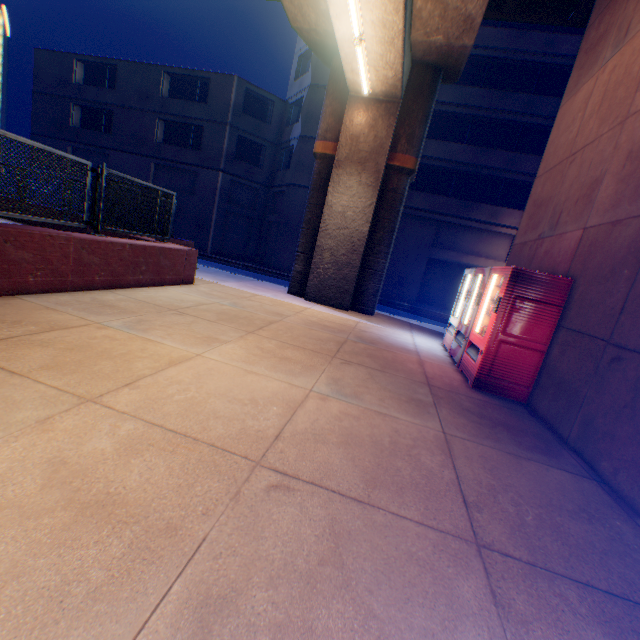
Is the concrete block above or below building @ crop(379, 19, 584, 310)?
below

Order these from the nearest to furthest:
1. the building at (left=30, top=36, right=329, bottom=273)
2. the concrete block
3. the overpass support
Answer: the concrete block, the overpass support, the building at (left=30, top=36, right=329, bottom=273)

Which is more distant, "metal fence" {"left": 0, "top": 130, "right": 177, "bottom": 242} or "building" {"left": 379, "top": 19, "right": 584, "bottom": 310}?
"building" {"left": 379, "top": 19, "right": 584, "bottom": 310}

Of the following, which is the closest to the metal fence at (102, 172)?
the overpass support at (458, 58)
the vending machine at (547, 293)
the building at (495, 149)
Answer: the overpass support at (458, 58)

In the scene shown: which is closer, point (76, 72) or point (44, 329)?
point (44, 329)

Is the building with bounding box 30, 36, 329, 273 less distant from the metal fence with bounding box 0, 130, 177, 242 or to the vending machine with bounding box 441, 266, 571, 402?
the metal fence with bounding box 0, 130, 177, 242

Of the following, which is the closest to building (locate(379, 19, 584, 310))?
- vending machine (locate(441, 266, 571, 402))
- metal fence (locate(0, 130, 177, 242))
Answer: metal fence (locate(0, 130, 177, 242))

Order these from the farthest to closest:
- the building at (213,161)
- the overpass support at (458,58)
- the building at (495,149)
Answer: the building at (213,161) → the building at (495,149) → the overpass support at (458,58)
